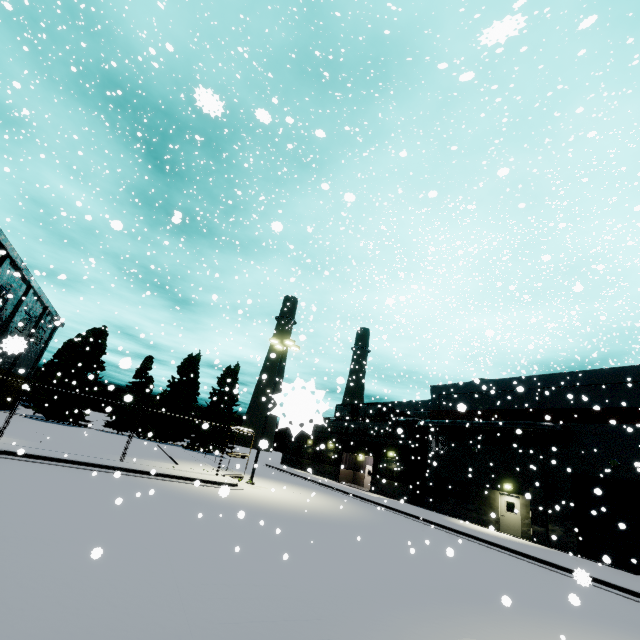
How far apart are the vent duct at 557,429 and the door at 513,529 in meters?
4.1

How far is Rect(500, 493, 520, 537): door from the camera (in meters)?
21.91

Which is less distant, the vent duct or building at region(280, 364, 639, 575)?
building at region(280, 364, 639, 575)

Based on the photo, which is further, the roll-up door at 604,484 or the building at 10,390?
the building at 10,390

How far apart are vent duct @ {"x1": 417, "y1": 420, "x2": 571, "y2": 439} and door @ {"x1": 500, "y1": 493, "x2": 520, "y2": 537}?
4.1m

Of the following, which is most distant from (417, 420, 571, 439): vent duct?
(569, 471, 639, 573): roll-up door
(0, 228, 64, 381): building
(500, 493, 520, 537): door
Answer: (500, 493, 520, 537): door

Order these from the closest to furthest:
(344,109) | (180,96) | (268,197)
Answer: (180,96) < (344,109) < (268,197)

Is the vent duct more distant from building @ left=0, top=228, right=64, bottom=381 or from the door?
the door
